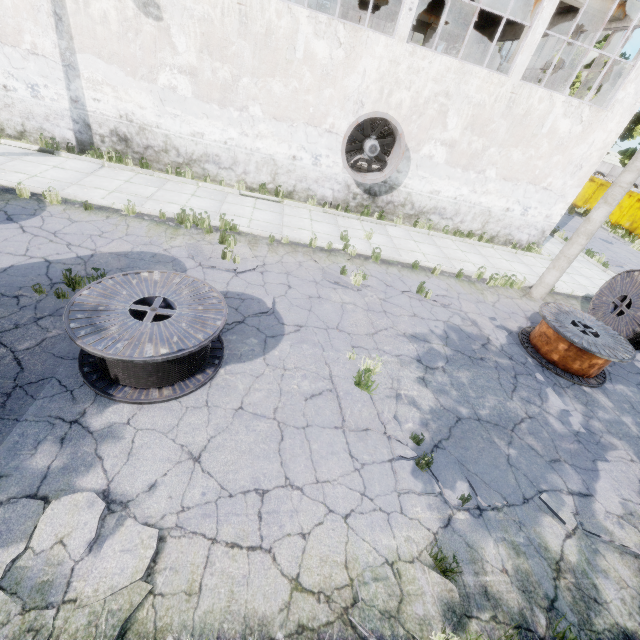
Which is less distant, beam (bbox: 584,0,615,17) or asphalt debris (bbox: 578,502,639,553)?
asphalt debris (bbox: 578,502,639,553)

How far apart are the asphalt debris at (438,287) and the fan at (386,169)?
4.5m

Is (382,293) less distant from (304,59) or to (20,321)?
(20,321)

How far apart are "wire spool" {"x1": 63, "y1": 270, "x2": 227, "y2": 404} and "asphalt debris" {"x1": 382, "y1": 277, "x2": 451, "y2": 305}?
4.91m

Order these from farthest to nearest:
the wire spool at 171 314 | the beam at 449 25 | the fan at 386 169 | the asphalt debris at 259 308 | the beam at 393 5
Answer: the beam at 449 25 < the beam at 393 5 < the fan at 386 169 < the asphalt debris at 259 308 < the wire spool at 171 314

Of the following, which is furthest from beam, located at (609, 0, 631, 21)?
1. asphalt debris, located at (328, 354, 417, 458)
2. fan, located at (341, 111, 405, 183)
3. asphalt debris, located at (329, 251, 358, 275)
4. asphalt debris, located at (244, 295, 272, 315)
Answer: asphalt debris, located at (328, 354, 417, 458)

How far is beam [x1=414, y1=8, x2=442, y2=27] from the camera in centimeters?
2067cm
